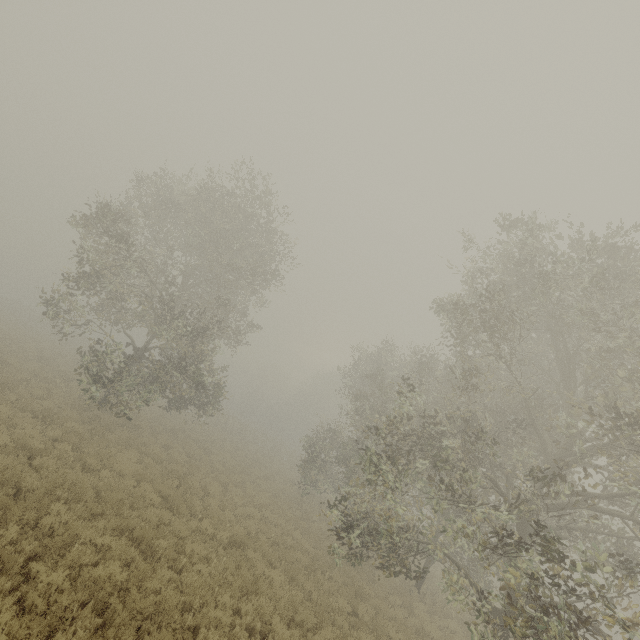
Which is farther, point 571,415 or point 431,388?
point 431,388
